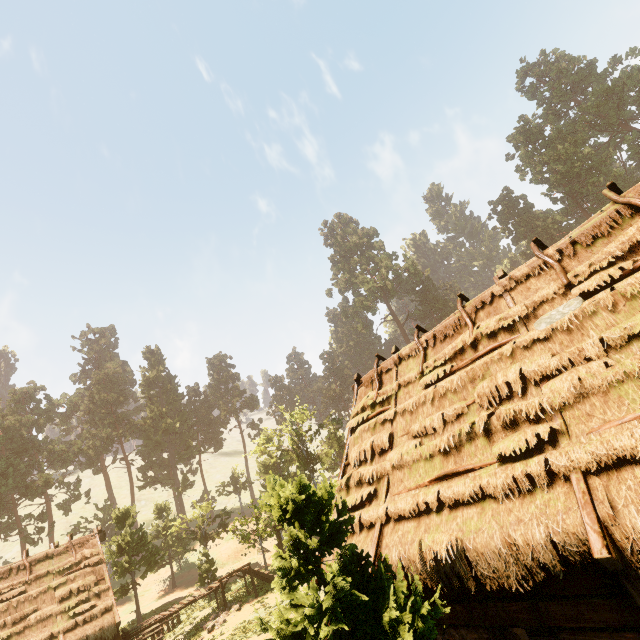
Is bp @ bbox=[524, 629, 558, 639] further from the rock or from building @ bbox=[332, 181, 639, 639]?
the rock

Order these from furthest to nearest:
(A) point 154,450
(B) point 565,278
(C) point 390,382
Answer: (A) point 154,450 < (C) point 390,382 < (B) point 565,278

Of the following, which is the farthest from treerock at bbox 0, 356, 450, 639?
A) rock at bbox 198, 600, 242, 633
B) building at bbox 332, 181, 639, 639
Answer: rock at bbox 198, 600, 242, 633

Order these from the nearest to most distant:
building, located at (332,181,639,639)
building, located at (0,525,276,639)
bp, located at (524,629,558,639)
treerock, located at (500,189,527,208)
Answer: building, located at (332,181,639,639), bp, located at (524,629,558,639), building, located at (0,525,276,639), treerock, located at (500,189,527,208)

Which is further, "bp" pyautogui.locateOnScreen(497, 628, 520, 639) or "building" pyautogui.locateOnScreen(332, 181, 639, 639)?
"bp" pyautogui.locateOnScreen(497, 628, 520, 639)

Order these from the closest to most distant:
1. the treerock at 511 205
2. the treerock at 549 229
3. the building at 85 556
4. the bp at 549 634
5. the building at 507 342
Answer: the building at 507 342
the bp at 549 634
the building at 85 556
the treerock at 549 229
the treerock at 511 205

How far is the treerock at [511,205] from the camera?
58.93m

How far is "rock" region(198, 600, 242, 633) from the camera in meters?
18.5
